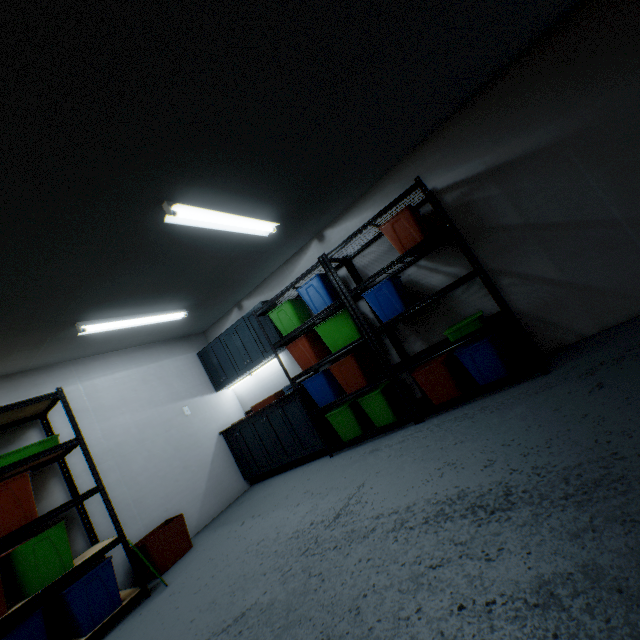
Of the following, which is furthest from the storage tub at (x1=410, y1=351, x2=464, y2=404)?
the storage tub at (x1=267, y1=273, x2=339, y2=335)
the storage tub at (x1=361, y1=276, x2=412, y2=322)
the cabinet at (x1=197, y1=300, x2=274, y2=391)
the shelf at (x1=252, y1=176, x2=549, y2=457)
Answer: the cabinet at (x1=197, y1=300, x2=274, y2=391)

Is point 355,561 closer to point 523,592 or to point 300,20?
point 523,592

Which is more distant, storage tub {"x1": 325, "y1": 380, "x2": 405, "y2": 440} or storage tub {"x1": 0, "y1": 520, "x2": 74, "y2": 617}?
storage tub {"x1": 325, "y1": 380, "x2": 405, "y2": 440}

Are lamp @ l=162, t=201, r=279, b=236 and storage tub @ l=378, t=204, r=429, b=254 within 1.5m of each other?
yes

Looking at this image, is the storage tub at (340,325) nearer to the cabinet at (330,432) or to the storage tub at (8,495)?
the cabinet at (330,432)

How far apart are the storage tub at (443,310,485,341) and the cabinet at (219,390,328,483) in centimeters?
185cm

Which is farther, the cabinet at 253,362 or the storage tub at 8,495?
the cabinet at 253,362

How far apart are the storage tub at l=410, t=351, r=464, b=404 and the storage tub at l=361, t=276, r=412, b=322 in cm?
59
